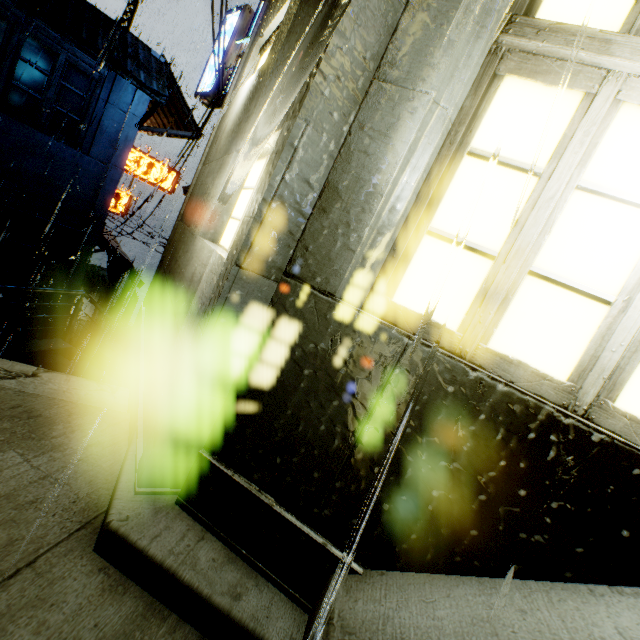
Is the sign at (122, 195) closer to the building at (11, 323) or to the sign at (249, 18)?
the building at (11, 323)

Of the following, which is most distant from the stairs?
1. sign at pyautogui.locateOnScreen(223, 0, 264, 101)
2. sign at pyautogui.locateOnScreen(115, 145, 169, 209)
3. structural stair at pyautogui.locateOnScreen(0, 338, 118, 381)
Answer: sign at pyautogui.locateOnScreen(115, 145, 169, 209)

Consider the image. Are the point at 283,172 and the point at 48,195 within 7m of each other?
no

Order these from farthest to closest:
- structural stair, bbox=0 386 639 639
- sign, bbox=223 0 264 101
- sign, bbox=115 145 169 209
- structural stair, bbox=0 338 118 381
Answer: sign, bbox=115 145 169 209
sign, bbox=223 0 264 101
structural stair, bbox=0 338 118 381
structural stair, bbox=0 386 639 639

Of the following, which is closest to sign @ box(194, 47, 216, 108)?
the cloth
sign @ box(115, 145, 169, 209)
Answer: the cloth

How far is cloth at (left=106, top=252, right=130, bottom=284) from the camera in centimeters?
2009cm

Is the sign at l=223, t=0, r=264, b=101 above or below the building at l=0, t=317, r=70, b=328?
above

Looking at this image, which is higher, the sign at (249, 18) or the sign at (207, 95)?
the sign at (249, 18)
